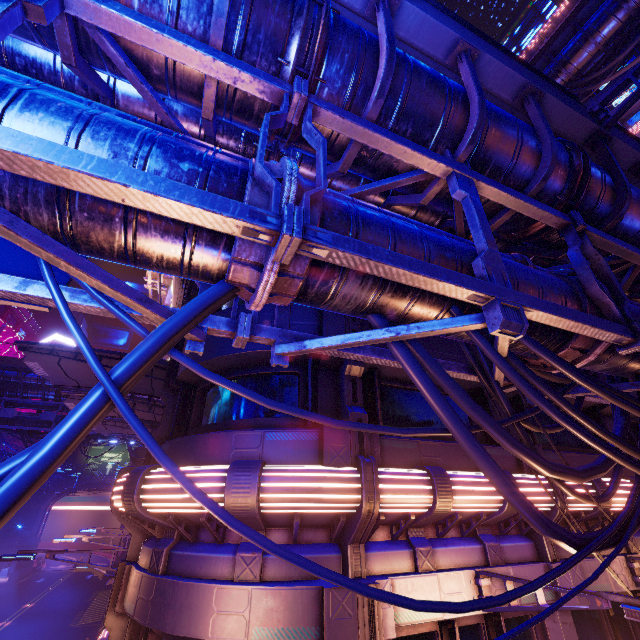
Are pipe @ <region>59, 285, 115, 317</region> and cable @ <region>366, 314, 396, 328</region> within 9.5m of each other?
yes

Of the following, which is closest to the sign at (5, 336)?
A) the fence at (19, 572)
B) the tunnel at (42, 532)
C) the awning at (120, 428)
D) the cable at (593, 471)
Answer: the tunnel at (42, 532)

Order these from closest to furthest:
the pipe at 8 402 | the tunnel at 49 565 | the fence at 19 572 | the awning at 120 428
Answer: the awning at 120 428 < the pipe at 8 402 < the fence at 19 572 < the tunnel at 49 565

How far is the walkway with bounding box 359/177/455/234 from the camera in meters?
5.2 m

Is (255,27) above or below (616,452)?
above

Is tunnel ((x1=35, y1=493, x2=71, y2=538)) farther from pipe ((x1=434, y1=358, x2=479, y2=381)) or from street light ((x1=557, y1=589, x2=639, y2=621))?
pipe ((x1=434, y1=358, x2=479, y2=381))

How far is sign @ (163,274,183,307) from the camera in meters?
13.1 m

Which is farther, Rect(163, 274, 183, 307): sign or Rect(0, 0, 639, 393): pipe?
Rect(163, 274, 183, 307): sign
